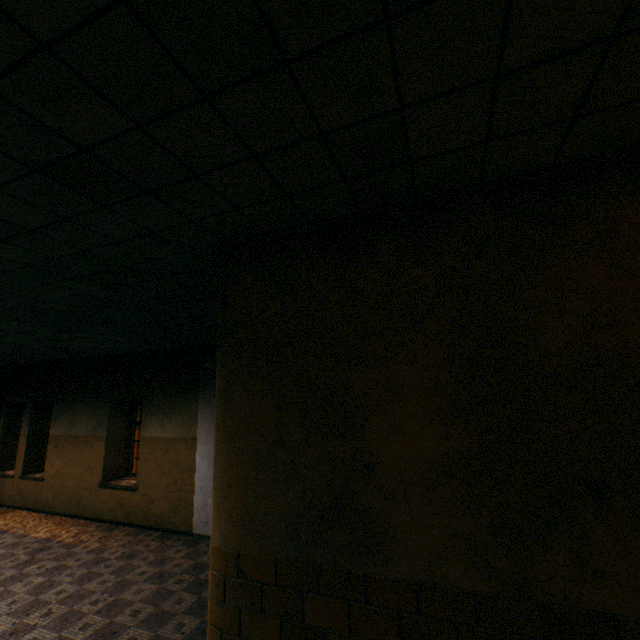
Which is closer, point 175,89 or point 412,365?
point 175,89
